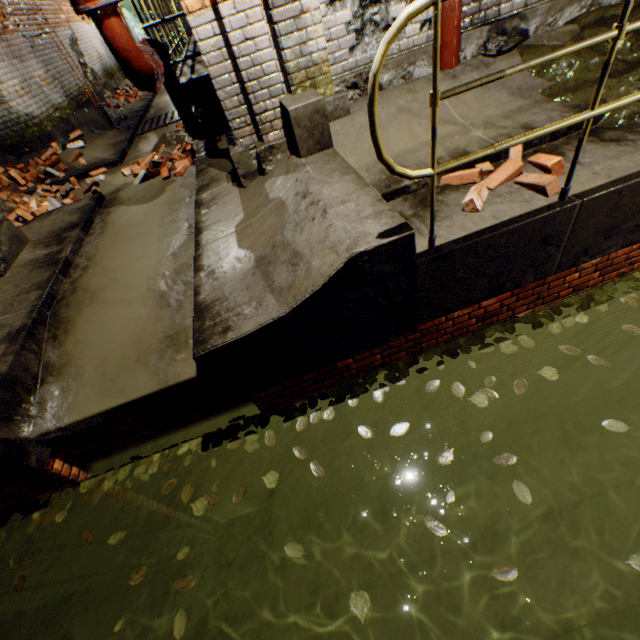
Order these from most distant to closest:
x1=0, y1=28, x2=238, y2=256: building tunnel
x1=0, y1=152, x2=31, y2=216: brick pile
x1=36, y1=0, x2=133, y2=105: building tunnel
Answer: x1=36, y1=0, x2=133, y2=105: building tunnel
x1=0, y1=152, x2=31, y2=216: brick pile
x1=0, y1=28, x2=238, y2=256: building tunnel

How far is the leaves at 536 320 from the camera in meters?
3.0 m

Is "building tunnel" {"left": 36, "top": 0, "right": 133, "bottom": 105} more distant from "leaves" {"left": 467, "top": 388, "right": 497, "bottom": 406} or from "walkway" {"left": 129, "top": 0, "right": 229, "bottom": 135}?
"leaves" {"left": 467, "top": 388, "right": 497, "bottom": 406}

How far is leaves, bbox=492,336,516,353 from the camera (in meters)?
2.93

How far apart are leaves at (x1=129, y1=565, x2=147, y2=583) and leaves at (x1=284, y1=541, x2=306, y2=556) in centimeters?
112cm

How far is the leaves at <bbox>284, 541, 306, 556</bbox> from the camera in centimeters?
228cm

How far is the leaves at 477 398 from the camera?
2.67m

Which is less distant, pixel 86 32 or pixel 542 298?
pixel 542 298
